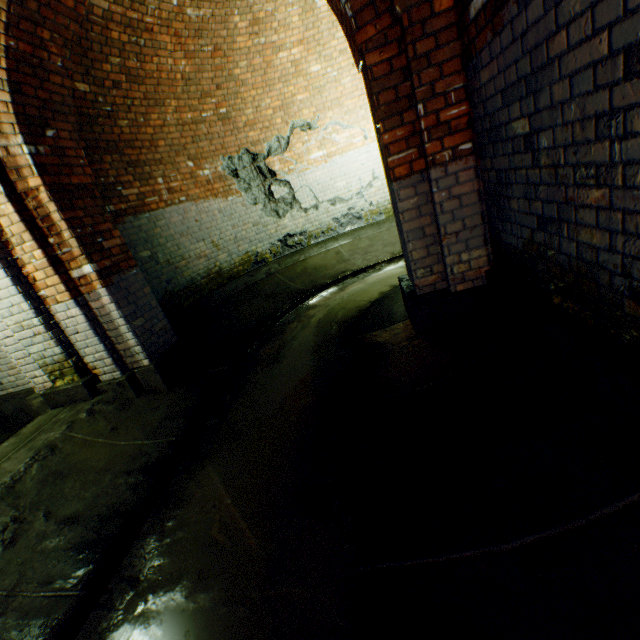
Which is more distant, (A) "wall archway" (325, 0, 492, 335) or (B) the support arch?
(B) the support arch

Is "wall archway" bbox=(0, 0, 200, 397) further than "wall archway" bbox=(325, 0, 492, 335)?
Yes

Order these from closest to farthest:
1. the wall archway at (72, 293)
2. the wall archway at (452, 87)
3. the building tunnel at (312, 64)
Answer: the building tunnel at (312, 64), the wall archway at (452, 87), the wall archway at (72, 293)

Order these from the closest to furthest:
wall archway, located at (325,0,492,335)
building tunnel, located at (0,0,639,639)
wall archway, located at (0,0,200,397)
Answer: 1. building tunnel, located at (0,0,639,639)
2. wall archway, located at (325,0,492,335)
3. wall archway, located at (0,0,200,397)

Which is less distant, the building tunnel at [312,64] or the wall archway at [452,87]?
the building tunnel at [312,64]

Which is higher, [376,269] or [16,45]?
[16,45]

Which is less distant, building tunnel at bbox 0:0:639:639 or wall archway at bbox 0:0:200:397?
building tunnel at bbox 0:0:639:639
